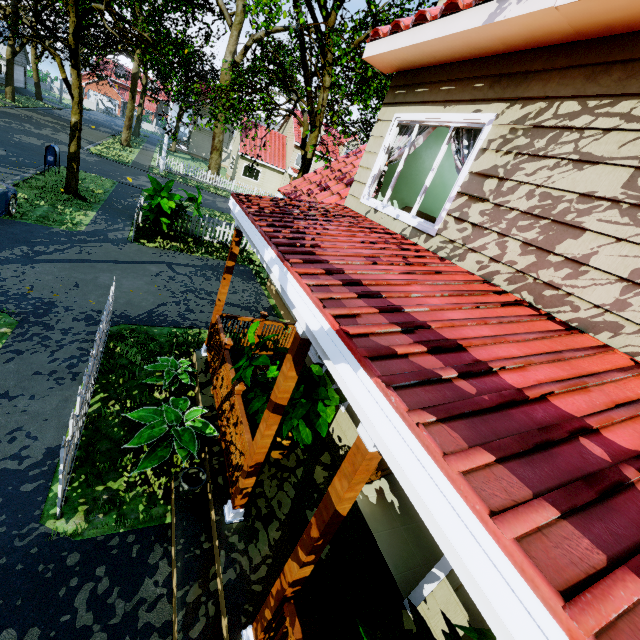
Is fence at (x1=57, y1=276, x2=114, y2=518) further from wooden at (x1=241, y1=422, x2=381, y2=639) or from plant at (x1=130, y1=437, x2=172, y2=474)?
wooden at (x1=241, y1=422, x2=381, y2=639)

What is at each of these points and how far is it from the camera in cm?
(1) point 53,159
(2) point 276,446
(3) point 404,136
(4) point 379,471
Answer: (1) mailbox, 1465
(2) planter pot, 466
(3) curtain, 502
(4) door, 506

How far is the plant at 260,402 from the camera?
4.1m

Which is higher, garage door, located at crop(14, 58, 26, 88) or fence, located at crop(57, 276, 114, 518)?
garage door, located at crop(14, 58, 26, 88)

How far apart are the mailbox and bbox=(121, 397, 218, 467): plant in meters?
16.1

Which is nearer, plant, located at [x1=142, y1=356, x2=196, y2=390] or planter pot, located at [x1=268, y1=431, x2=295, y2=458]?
planter pot, located at [x1=268, y1=431, x2=295, y2=458]

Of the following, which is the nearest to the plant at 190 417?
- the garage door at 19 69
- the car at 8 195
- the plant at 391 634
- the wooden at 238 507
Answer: the wooden at 238 507

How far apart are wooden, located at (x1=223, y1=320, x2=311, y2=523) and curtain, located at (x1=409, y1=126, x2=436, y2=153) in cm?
351
